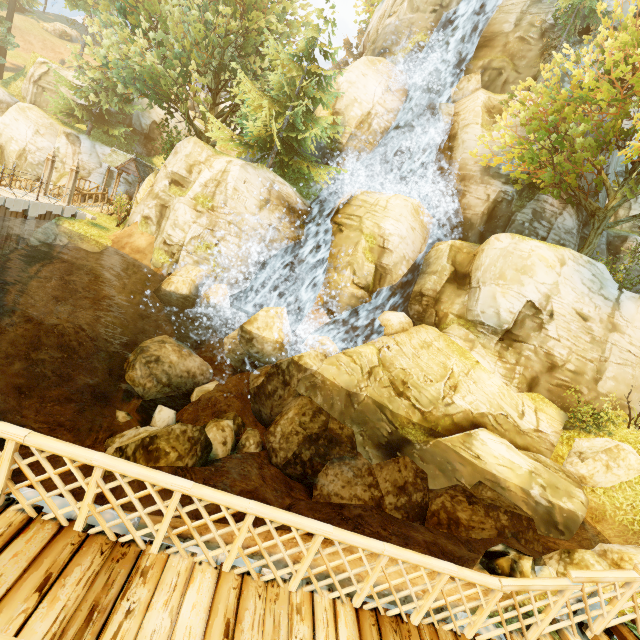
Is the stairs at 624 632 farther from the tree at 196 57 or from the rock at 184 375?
the tree at 196 57

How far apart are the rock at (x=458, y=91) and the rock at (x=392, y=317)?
15.2m

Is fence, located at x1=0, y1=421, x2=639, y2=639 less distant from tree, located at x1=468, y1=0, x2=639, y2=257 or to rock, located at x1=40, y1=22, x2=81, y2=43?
tree, located at x1=468, y1=0, x2=639, y2=257

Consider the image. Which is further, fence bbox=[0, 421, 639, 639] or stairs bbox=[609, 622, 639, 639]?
stairs bbox=[609, 622, 639, 639]

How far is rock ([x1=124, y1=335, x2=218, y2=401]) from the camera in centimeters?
1548cm

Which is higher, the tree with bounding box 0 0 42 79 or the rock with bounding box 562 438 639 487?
the tree with bounding box 0 0 42 79

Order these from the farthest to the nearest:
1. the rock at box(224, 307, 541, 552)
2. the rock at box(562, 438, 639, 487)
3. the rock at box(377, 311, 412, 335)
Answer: the rock at box(377, 311, 412, 335) → the rock at box(562, 438, 639, 487) → the rock at box(224, 307, 541, 552)

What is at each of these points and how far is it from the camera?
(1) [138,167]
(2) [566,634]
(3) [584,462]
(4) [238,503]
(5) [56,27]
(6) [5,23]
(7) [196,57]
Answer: (1) building, 27.0 meters
(2) stairs, 4.4 meters
(3) rock, 12.5 meters
(4) fence, 3.6 meters
(5) rock, 51.1 meters
(6) tree, 35.2 meters
(7) tree, 20.4 meters
